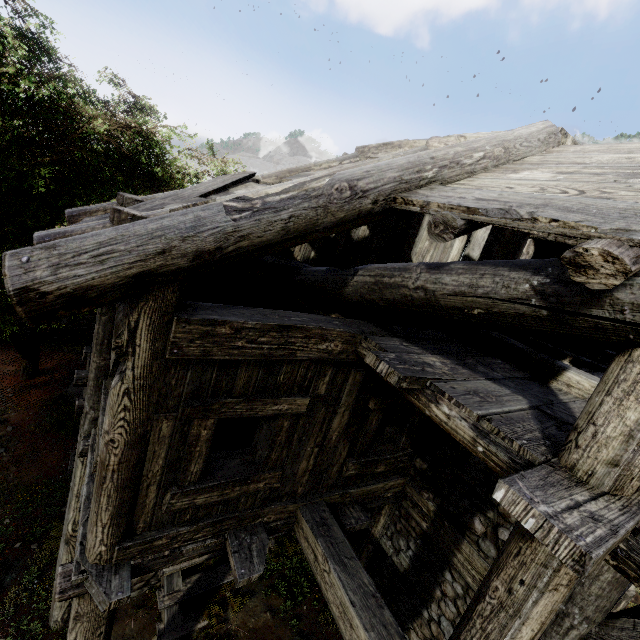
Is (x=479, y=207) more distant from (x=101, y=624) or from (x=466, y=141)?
(x=101, y=624)
